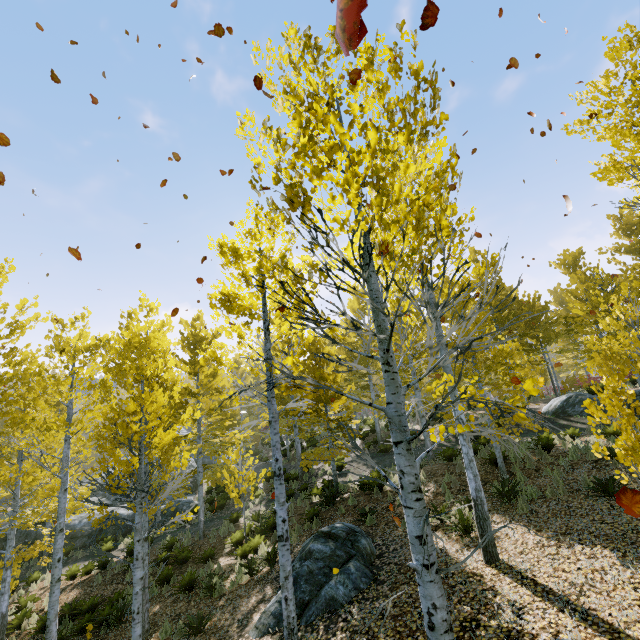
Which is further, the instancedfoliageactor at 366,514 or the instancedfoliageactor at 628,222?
the instancedfoliageactor at 366,514

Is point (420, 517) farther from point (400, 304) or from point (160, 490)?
point (160, 490)

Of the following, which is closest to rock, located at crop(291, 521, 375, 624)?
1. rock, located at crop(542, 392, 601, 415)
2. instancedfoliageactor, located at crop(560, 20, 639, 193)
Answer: instancedfoliageactor, located at crop(560, 20, 639, 193)

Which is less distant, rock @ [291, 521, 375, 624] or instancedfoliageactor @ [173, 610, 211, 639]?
rock @ [291, 521, 375, 624]

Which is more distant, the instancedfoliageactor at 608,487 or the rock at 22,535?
the rock at 22,535

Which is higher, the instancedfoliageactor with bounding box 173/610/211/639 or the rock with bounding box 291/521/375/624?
the rock with bounding box 291/521/375/624

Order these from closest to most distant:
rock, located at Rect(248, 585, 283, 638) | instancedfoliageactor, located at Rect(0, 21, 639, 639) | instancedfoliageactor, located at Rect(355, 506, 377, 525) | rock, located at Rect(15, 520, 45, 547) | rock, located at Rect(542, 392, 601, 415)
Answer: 1. instancedfoliageactor, located at Rect(0, 21, 639, 639)
2. rock, located at Rect(248, 585, 283, 638)
3. instancedfoliageactor, located at Rect(355, 506, 377, 525)
4. rock, located at Rect(542, 392, 601, 415)
5. rock, located at Rect(15, 520, 45, 547)

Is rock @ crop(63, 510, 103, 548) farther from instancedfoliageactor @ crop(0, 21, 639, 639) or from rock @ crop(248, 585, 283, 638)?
rock @ crop(248, 585, 283, 638)
